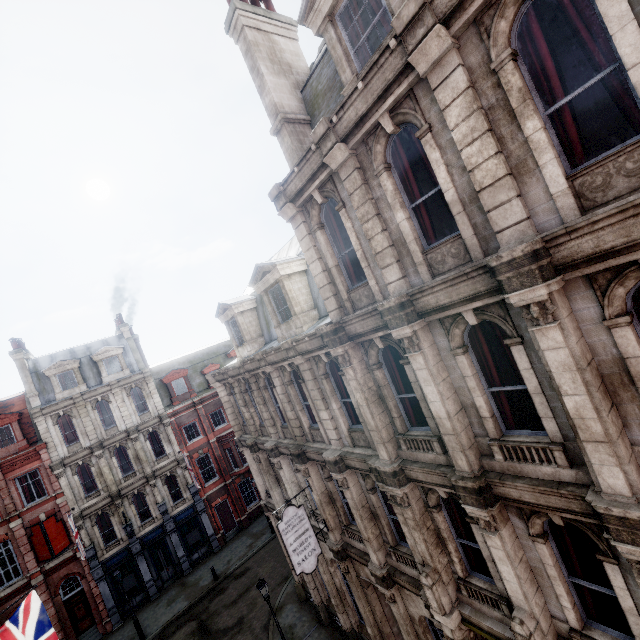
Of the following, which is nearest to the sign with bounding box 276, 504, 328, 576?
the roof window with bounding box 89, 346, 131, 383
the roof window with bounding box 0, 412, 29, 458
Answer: the roof window with bounding box 89, 346, 131, 383

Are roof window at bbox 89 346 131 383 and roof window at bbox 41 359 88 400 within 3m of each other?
yes

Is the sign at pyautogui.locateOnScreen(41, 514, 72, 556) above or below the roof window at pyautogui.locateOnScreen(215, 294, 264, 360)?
below

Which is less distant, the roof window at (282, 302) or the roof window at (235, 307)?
the roof window at (282, 302)

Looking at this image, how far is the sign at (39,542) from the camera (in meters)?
21.44

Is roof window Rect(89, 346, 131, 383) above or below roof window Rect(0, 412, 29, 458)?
above

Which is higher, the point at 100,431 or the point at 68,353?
the point at 68,353

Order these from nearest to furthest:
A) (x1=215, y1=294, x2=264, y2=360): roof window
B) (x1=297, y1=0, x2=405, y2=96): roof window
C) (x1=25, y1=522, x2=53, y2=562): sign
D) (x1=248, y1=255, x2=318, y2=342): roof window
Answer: (x1=297, y1=0, x2=405, y2=96): roof window, (x1=248, y1=255, x2=318, y2=342): roof window, (x1=215, y1=294, x2=264, y2=360): roof window, (x1=25, y1=522, x2=53, y2=562): sign
